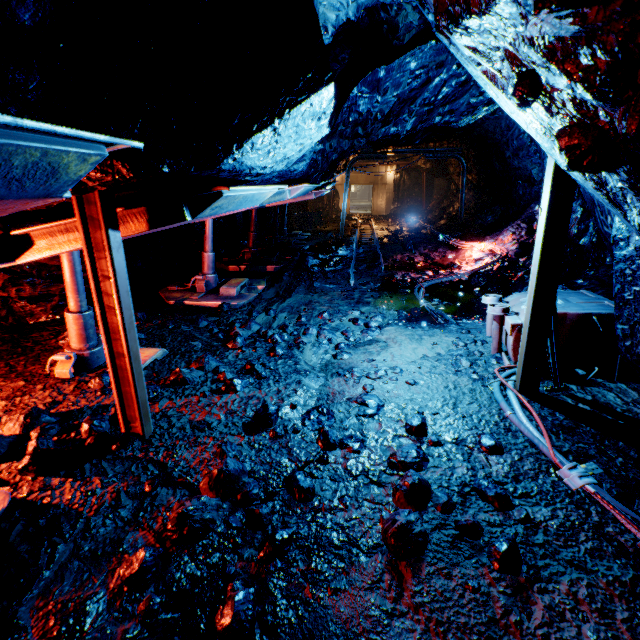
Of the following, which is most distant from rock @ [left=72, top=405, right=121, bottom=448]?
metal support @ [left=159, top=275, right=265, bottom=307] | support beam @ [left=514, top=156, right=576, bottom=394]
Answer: metal support @ [left=159, top=275, right=265, bottom=307]

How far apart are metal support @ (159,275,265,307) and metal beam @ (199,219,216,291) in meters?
0.0

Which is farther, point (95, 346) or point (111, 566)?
point (95, 346)

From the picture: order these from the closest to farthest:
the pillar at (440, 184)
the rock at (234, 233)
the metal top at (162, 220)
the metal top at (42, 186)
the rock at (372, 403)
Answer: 1. the metal top at (42, 186)
2. the metal top at (162, 220)
3. the rock at (372, 403)
4. the rock at (234, 233)
5. the pillar at (440, 184)

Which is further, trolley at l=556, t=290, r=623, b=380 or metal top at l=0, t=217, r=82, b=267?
trolley at l=556, t=290, r=623, b=380

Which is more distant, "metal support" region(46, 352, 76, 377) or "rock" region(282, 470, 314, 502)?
"metal support" region(46, 352, 76, 377)

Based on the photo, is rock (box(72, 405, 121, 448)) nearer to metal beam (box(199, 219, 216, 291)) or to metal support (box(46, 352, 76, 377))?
metal support (box(46, 352, 76, 377))

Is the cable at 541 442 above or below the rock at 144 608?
below
